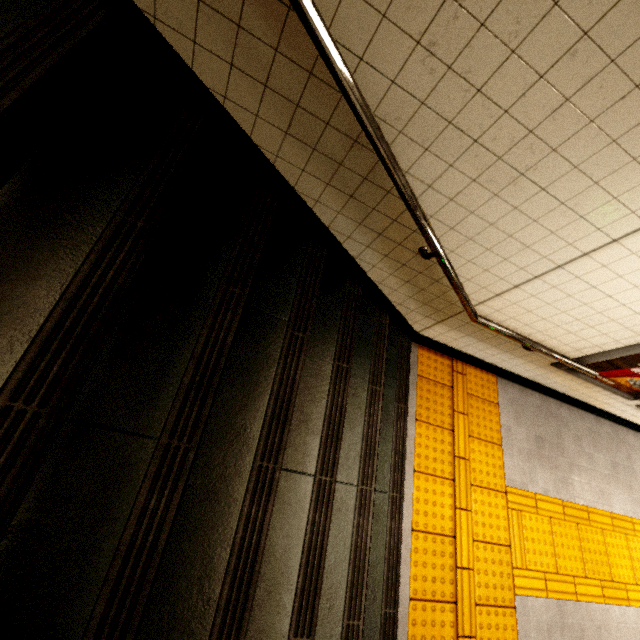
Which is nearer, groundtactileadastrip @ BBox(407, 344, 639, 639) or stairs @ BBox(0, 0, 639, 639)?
stairs @ BBox(0, 0, 639, 639)

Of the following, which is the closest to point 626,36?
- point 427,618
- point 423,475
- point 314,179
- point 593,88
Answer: point 593,88

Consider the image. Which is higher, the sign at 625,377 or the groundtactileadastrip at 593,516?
the sign at 625,377

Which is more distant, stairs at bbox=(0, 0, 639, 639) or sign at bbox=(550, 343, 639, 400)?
sign at bbox=(550, 343, 639, 400)

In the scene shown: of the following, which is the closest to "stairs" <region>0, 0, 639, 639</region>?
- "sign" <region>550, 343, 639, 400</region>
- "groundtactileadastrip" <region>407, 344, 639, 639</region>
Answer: "groundtactileadastrip" <region>407, 344, 639, 639</region>

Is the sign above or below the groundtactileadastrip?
above

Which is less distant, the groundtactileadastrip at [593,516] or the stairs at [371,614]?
the stairs at [371,614]
